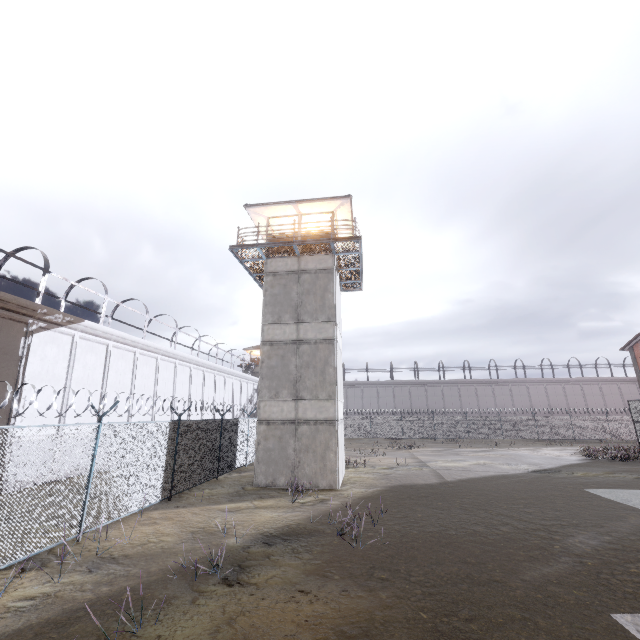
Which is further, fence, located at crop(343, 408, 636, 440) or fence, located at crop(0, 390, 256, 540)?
fence, located at crop(343, 408, 636, 440)

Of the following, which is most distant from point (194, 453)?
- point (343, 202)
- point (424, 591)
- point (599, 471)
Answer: point (599, 471)

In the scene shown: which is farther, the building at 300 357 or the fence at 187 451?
the building at 300 357

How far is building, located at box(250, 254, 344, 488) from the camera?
15.1m

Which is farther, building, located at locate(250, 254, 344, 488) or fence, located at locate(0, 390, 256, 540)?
building, located at locate(250, 254, 344, 488)

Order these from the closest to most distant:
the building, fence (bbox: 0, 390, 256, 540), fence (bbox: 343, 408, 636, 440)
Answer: fence (bbox: 0, 390, 256, 540), the building, fence (bbox: 343, 408, 636, 440)
